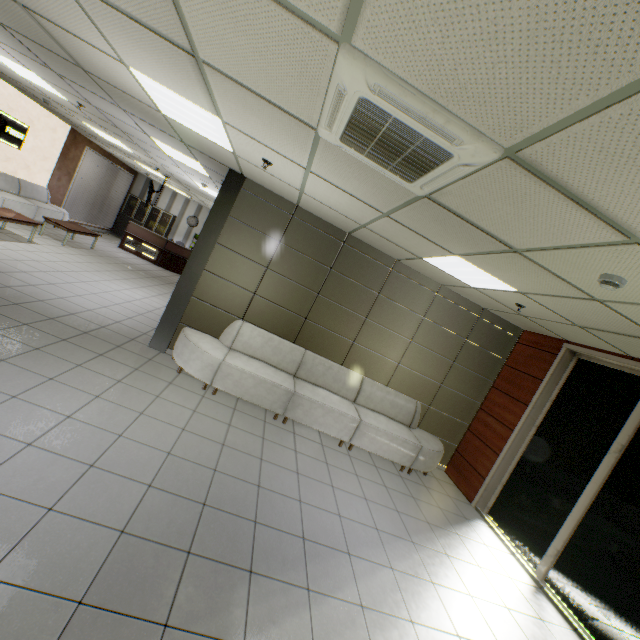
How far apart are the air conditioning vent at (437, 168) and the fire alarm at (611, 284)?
1.50m

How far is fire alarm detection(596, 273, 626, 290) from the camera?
2.4 meters

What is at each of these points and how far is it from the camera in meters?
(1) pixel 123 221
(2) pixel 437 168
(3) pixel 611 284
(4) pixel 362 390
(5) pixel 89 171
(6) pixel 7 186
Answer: (1) cabinet, 15.5 m
(2) air conditioning vent, 2.1 m
(3) fire alarm, 2.4 m
(4) sofa, 5.9 m
(5) blinds, 12.3 m
(6) sofa, 9.2 m

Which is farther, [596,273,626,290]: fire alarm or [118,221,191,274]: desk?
[118,221,191,274]: desk

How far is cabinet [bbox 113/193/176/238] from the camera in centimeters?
1549cm

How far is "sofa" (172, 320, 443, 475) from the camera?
4.9m

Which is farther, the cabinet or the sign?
the cabinet

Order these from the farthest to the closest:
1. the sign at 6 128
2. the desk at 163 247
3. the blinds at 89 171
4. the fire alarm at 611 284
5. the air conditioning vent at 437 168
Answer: the desk at 163 247, the blinds at 89 171, the sign at 6 128, the fire alarm at 611 284, the air conditioning vent at 437 168
